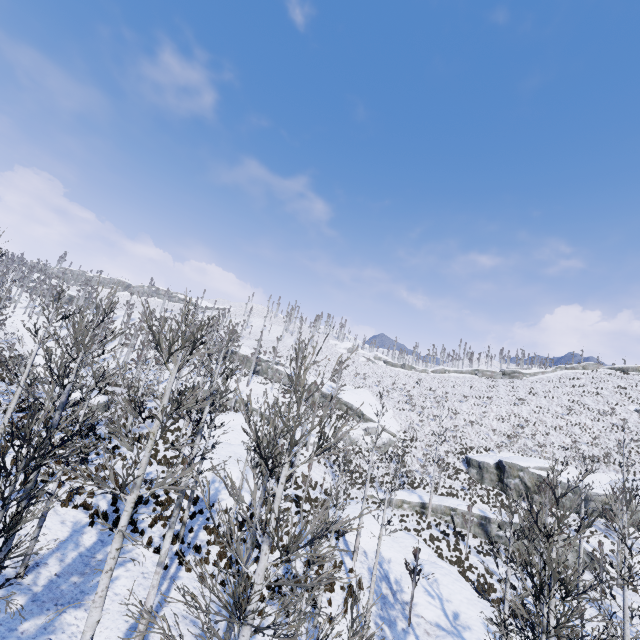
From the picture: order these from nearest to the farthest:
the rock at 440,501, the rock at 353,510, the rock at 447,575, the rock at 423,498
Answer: the rock at 447,575 → the rock at 353,510 → the rock at 440,501 → the rock at 423,498

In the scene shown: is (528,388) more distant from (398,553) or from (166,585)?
(166,585)

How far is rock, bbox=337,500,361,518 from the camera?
23.4m

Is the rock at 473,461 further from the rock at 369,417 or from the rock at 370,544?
the rock at 370,544

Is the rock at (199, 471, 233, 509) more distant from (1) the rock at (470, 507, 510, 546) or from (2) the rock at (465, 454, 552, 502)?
(2) the rock at (465, 454, 552, 502)

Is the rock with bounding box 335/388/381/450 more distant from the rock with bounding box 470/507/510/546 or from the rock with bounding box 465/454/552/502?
the rock with bounding box 465/454/552/502

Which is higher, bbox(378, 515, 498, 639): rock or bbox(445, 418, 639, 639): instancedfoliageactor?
bbox(445, 418, 639, 639): instancedfoliageactor

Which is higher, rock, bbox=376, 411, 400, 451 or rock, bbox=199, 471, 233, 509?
rock, bbox=376, 411, 400, 451
